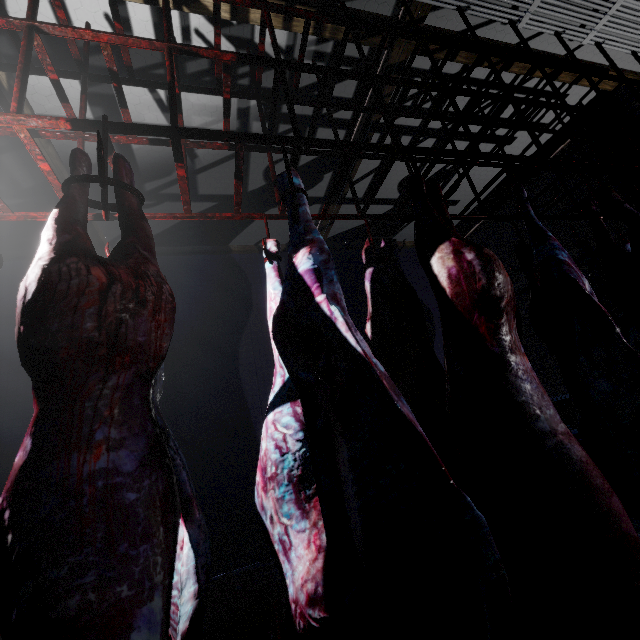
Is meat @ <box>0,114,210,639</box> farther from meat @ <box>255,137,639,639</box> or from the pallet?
the pallet

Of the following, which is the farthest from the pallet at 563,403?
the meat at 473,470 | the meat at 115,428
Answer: the meat at 115,428

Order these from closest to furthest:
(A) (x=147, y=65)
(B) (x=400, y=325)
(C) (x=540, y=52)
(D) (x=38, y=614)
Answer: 1. (D) (x=38, y=614)
2. (B) (x=400, y=325)
3. (A) (x=147, y=65)
4. (C) (x=540, y=52)

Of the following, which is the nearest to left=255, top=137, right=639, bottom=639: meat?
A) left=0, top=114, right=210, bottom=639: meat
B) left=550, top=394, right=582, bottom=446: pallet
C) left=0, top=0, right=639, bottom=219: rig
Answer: left=0, top=0, right=639, bottom=219: rig

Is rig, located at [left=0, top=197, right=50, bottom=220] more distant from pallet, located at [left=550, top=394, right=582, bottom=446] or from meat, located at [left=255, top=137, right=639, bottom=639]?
pallet, located at [left=550, top=394, right=582, bottom=446]

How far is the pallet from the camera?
3.2 meters

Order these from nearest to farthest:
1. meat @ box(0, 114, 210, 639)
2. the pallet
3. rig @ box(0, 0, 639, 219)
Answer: meat @ box(0, 114, 210, 639)
rig @ box(0, 0, 639, 219)
the pallet

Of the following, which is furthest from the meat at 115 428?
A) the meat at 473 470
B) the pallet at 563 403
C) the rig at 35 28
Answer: the pallet at 563 403
